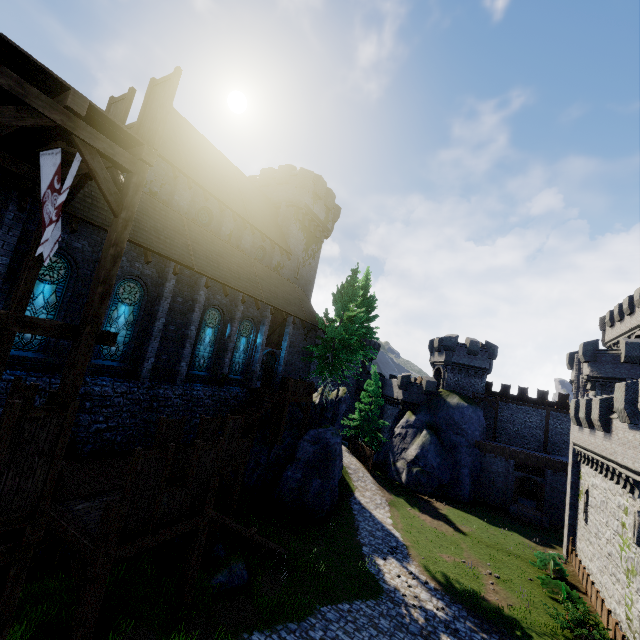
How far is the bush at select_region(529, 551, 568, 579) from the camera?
20.6 meters

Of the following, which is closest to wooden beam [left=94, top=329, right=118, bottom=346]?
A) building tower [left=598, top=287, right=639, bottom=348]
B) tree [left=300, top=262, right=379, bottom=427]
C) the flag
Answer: the flag

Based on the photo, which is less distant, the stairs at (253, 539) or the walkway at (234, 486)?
the stairs at (253, 539)

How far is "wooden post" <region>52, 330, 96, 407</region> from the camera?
6.5m

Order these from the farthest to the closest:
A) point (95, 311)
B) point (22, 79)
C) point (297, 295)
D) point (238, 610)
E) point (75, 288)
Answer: point (297, 295) → point (75, 288) → point (238, 610) → point (95, 311) → point (22, 79)

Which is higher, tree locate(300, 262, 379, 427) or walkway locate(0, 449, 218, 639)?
tree locate(300, 262, 379, 427)

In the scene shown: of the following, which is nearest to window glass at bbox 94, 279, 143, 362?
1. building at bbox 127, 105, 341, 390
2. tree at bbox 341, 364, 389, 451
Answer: building at bbox 127, 105, 341, 390

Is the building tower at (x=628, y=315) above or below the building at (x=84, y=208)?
above
